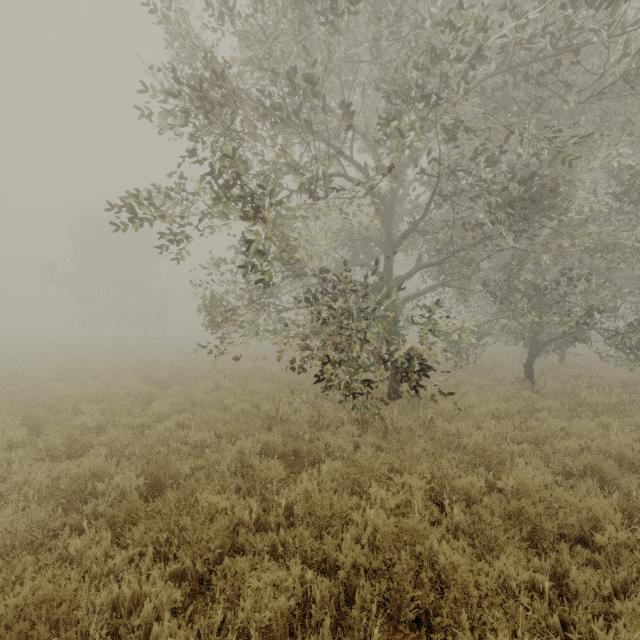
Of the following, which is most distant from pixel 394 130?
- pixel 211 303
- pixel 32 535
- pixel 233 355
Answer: pixel 233 355

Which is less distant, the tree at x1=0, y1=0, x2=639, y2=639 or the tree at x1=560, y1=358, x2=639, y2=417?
the tree at x1=0, y1=0, x2=639, y2=639

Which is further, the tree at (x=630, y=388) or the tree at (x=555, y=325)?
the tree at (x=630, y=388)
